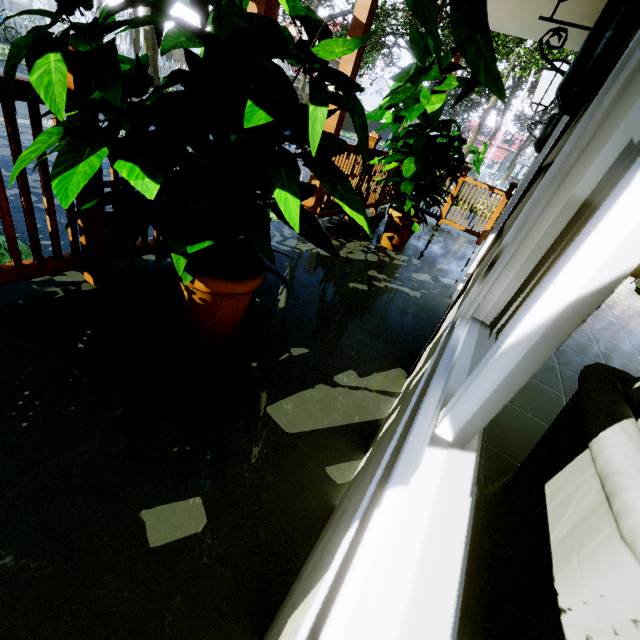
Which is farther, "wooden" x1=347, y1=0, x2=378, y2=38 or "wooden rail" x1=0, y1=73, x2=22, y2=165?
"wooden" x1=347, y1=0, x2=378, y2=38

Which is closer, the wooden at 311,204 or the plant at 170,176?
the plant at 170,176

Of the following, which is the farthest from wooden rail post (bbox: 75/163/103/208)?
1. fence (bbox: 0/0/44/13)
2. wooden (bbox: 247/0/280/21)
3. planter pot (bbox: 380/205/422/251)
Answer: planter pot (bbox: 380/205/422/251)

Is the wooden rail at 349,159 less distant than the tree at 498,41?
Yes

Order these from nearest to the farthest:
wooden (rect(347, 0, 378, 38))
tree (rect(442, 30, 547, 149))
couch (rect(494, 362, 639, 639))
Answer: couch (rect(494, 362, 639, 639))
wooden (rect(347, 0, 378, 38))
tree (rect(442, 30, 547, 149))

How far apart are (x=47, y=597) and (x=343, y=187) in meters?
1.5

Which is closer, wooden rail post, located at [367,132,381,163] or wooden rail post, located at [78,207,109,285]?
wooden rail post, located at [78,207,109,285]

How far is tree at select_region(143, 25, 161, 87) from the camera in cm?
1369
